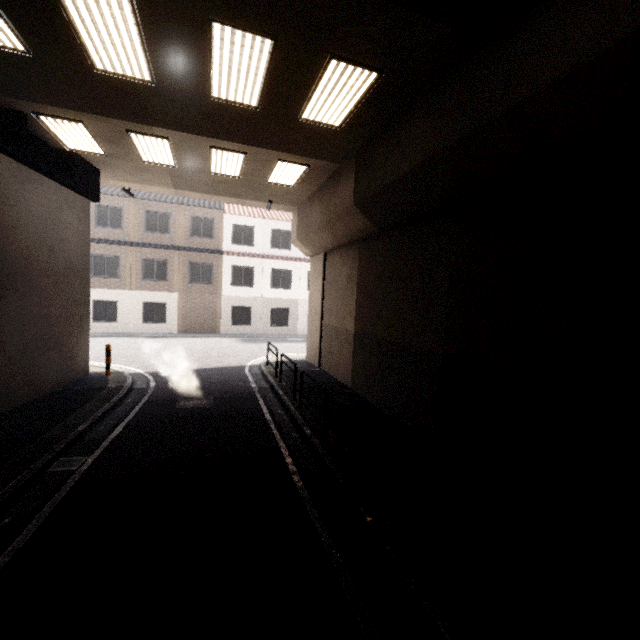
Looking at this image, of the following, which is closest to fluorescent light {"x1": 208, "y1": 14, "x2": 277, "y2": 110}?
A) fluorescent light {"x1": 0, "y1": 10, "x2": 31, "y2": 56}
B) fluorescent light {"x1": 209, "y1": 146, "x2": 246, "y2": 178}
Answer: fluorescent light {"x1": 209, "y1": 146, "x2": 246, "y2": 178}

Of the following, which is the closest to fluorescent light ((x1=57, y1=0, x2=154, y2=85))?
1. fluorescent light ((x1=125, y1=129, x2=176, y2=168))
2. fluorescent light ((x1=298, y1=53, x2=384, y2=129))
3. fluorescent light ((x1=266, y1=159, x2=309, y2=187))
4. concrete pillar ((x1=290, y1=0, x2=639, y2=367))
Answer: fluorescent light ((x1=125, y1=129, x2=176, y2=168))

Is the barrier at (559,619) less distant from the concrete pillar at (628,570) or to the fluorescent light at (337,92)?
the concrete pillar at (628,570)

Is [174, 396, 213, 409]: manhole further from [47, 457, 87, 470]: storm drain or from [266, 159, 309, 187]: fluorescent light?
[266, 159, 309, 187]: fluorescent light

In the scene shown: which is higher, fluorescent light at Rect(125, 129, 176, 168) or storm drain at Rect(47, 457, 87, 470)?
fluorescent light at Rect(125, 129, 176, 168)

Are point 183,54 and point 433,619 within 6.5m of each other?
no

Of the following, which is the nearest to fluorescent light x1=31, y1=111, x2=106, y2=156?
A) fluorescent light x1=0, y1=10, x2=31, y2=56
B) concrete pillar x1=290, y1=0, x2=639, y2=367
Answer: fluorescent light x1=0, y1=10, x2=31, y2=56

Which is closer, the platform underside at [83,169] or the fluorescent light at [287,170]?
the platform underside at [83,169]
